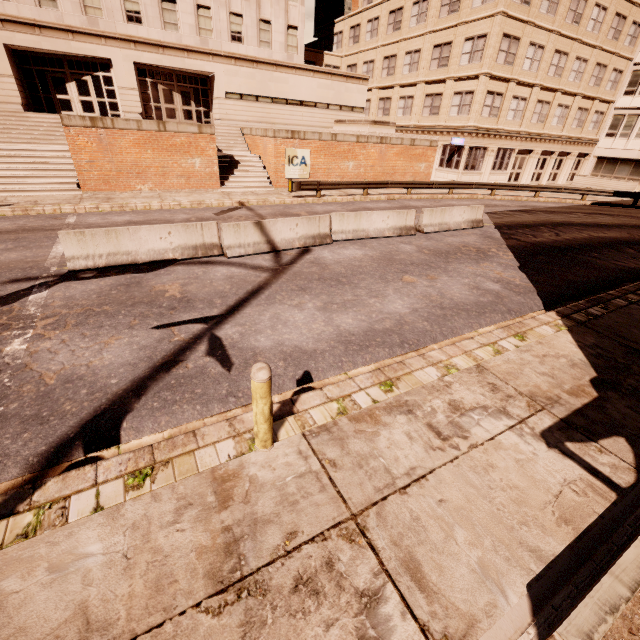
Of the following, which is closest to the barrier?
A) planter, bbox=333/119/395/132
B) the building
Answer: planter, bbox=333/119/395/132

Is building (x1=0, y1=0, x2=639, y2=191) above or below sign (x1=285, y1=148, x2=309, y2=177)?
above

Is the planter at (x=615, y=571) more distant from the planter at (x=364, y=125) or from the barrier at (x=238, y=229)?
the planter at (x=364, y=125)

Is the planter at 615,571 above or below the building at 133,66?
below

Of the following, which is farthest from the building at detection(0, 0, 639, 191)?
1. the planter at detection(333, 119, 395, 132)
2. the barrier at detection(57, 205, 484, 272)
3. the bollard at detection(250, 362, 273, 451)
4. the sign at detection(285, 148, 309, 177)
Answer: the bollard at detection(250, 362, 273, 451)

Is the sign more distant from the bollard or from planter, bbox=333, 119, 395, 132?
the bollard

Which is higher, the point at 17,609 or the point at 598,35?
the point at 598,35

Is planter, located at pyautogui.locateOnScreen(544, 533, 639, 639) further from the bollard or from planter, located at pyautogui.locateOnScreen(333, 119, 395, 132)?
planter, located at pyautogui.locateOnScreen(333, 119, 395, 132)
